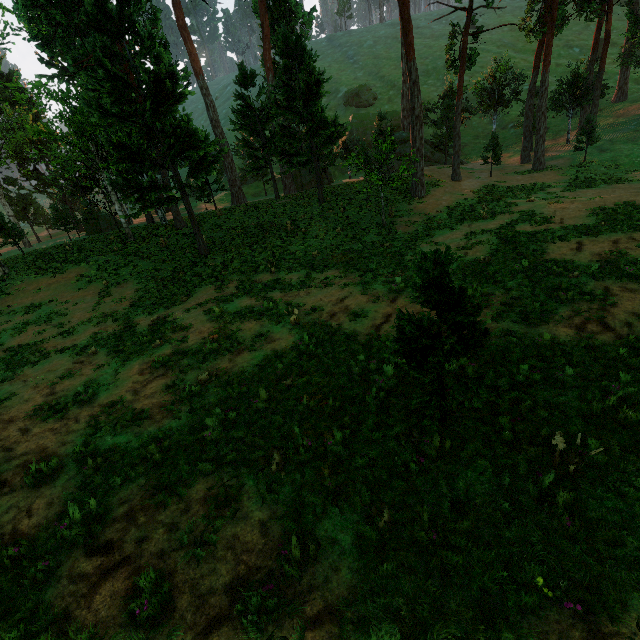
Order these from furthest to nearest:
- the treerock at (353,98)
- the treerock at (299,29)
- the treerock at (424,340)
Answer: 1. the treerock at (353,98)
2. the treerock at (299,29)
3. the treerock at (424,340)

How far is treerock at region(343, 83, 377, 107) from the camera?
55.5m

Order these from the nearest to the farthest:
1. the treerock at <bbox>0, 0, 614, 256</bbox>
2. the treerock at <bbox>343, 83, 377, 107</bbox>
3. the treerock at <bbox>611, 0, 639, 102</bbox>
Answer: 1. the treerock at <bbox>0, 0, 614, 256</bbox>
2. the treerock at <bbox>611, 0, 639, 102</bbox>
3. the treerock at <bbox>343, 83, 377, 107</bbox>

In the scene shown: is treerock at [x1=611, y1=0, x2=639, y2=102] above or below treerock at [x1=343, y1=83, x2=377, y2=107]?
below

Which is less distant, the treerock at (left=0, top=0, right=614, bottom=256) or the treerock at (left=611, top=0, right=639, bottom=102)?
the treerock at (left=0, top=0, right=614, bottom=256)

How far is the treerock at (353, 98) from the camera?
55.5m

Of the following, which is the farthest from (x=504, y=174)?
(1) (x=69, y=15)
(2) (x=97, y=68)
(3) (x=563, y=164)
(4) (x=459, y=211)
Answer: (1) (x=69, y=15)
